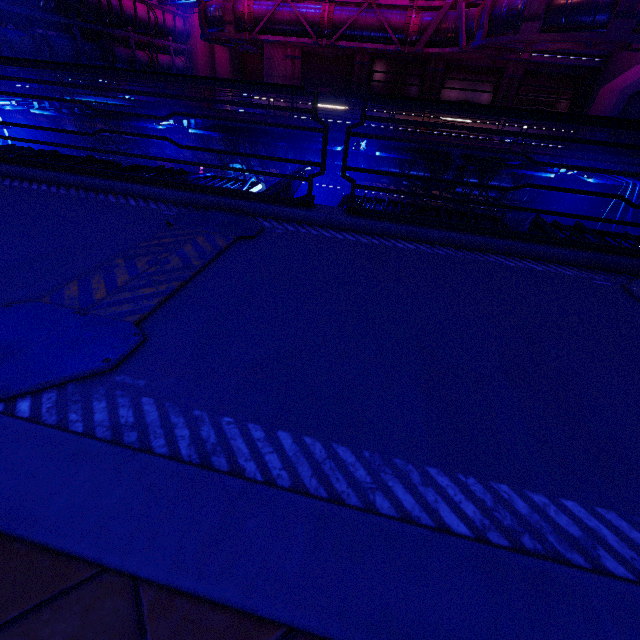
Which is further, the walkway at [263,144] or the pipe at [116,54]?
the pipe at [116,54]

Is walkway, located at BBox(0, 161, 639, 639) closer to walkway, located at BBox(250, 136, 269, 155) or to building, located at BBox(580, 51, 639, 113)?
walkway, located at BBox(250, 136, 269, 155)

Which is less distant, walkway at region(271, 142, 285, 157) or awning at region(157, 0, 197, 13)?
walkway at region(271, 142, 285, 157)

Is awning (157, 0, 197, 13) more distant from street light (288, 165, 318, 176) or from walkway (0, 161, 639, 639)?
street light (288, 165, 318, 176)

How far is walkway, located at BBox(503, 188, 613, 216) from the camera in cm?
1402

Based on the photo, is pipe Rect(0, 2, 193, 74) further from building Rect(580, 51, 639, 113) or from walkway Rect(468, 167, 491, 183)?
walkway Rect(468, 167, 491, 183)

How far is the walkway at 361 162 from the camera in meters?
13.8 m

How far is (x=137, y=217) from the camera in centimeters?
380cm
